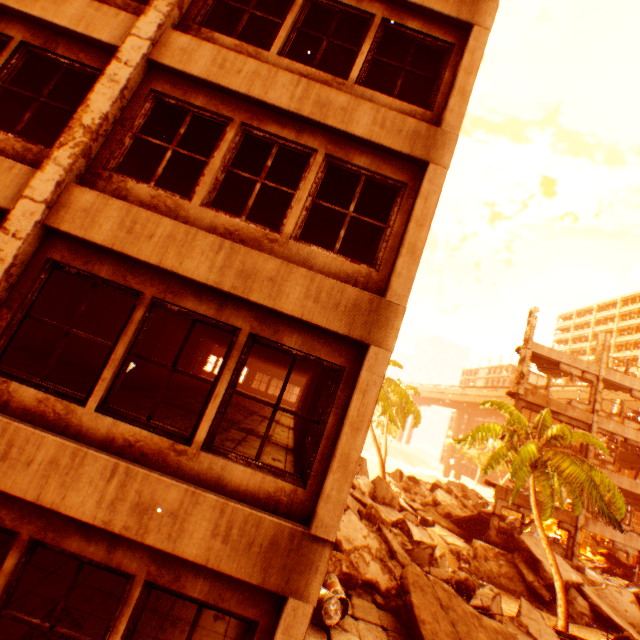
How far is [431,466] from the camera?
34.66m

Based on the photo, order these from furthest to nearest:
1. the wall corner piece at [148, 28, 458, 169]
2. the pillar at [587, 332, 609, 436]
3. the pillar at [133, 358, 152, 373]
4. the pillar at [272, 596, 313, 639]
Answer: the pillar at [587, 332, 609, 436] < the pillar at [133, 358, 152, 373] < the wall corner piece at [148, 28, 458, 169] < the pillar at [272, 596, 313, 639]

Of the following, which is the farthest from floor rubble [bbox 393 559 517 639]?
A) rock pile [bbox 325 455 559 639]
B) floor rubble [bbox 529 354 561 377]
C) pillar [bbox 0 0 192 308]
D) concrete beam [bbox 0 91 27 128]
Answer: concrete beam [bbox 0 91 27 128]

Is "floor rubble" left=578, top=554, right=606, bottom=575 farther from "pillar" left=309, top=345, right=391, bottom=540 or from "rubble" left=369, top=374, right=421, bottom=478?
"pillar" left=309, top=345, right=391, bottom=540

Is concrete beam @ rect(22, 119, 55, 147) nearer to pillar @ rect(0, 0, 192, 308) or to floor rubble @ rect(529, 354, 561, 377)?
pillar @ rect(0, 0, 192, 308)

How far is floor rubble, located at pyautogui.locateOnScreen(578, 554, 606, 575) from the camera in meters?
21.4 m

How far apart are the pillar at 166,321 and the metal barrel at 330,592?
10.0m

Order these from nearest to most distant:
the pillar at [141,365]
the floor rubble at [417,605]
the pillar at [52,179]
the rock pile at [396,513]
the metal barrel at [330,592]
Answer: the pillar at [52,179] < the metal barrel at [330,592] < the floor rubble at [417,605] < the rock pile at [396,513] < the pillar at [141,365]
